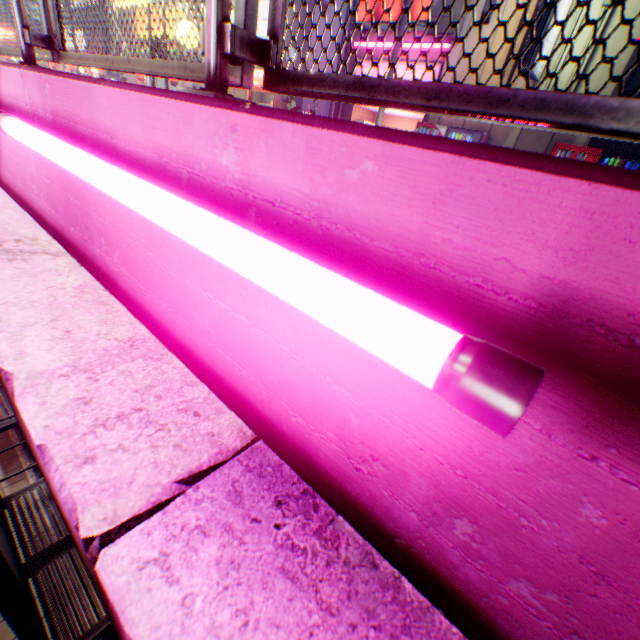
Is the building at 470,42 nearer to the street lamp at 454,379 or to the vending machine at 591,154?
the vending machine at 591,154

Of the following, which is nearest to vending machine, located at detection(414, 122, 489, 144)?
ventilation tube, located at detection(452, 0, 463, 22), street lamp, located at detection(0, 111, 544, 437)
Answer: ventilation tube, located at detection(452, 0, 463, 22)

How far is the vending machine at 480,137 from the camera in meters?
10.1 m

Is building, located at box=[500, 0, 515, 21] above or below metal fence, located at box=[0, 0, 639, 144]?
above

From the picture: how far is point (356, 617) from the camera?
0.6 meters

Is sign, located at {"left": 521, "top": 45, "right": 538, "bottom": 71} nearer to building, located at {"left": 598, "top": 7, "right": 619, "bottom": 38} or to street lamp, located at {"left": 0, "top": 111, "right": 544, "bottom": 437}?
building, located at {"left": 598, "top": 7, "right": 619, "bottom": 38}

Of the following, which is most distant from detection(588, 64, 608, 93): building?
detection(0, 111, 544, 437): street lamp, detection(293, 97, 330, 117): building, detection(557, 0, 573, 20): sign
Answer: detection(0, 111, 544, 437): street lamp

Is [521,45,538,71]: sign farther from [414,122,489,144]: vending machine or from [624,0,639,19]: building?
[414,122,489,144]: vending machine
